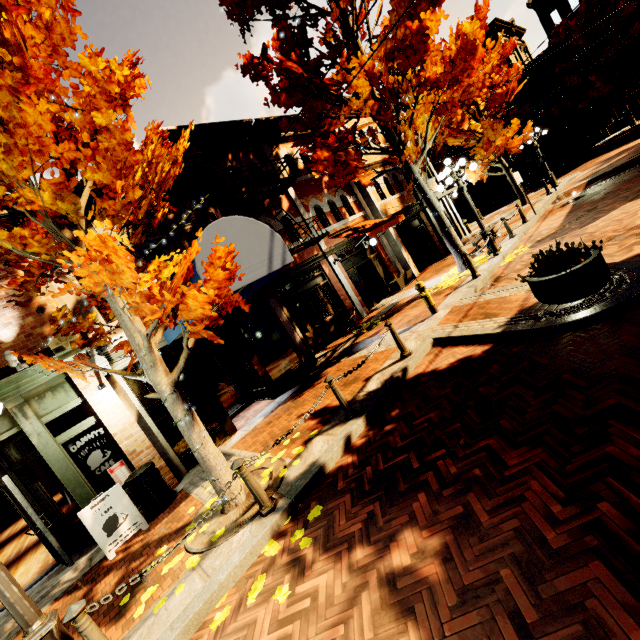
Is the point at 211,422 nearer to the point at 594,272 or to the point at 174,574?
the point at 174,574

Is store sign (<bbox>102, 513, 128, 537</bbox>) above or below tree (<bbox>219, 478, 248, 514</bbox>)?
above

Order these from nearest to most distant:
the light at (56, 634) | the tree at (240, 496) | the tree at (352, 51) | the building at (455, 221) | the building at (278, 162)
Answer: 1. the light at (56, 634)
2. the tree at (240, 496)
3. the tree at (352, 51)
4. the building at (278, 162)
5. the building at (455, 221)

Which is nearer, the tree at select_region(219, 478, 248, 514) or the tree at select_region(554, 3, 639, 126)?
the tree at select_region(219, 478, 248, 514)

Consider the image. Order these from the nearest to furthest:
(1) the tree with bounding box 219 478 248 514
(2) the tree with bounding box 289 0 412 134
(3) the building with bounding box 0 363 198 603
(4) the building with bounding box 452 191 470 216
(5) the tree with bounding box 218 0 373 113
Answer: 1. (1) the tree with bounding box 219 478 248 514
2. (3) the building with bounding box 0 363 198 603
3. (2) the tree with bounding box 289 0 412 134
4. (5) the tree with bounding box 218 0 373 113
5. (4) the building with bounding box 452 191 470 216

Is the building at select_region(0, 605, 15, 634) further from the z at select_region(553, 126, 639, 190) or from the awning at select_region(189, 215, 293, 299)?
the z at select_region(553, 126, 639, 190)

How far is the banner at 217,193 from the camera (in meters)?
9.41

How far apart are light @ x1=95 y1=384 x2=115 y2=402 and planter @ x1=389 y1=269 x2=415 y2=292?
12.0 meters
